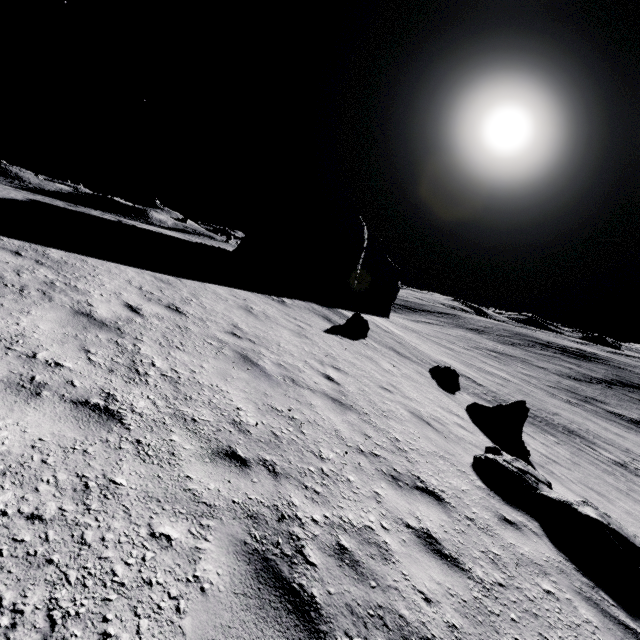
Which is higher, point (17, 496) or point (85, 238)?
point (85, 238)

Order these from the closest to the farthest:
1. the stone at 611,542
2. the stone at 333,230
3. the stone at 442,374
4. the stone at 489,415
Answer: the stone at 611,542 < the stone at 489,415 < the stone at 442,374 < the stone at 333,230

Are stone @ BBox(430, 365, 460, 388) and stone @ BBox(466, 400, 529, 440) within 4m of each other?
yes

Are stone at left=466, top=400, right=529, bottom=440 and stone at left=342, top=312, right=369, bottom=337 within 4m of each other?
no

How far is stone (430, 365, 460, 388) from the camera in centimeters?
1453cm

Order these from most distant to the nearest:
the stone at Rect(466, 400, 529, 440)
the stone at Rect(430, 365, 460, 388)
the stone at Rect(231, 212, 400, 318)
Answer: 1. the stone at Rect(231, 212, 400, 318)
2. the stone at Rect(430, 365, 460, 388)
3. the stone at Rect(466, 400, 529, 440)

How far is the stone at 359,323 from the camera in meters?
14.8

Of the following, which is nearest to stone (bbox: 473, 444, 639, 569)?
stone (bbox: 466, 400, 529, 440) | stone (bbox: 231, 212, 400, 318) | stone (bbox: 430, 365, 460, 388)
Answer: stone (bbox: 466, 400, 529, 440)
